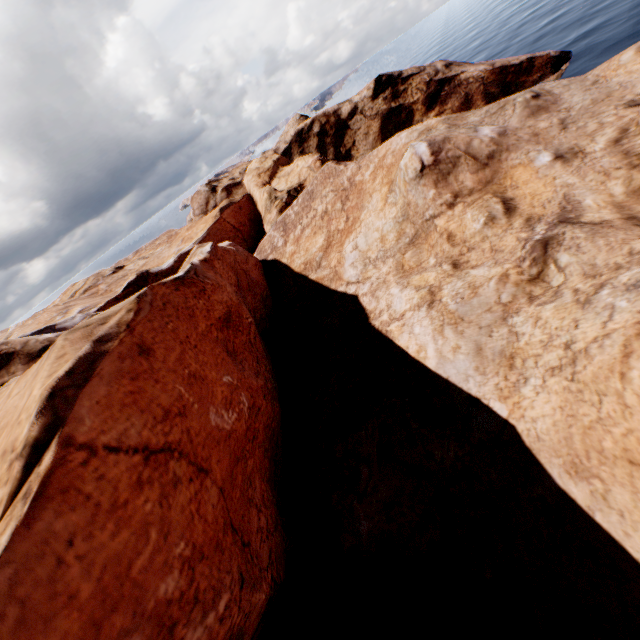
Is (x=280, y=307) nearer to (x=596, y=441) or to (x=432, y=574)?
(x=432, y=574)
